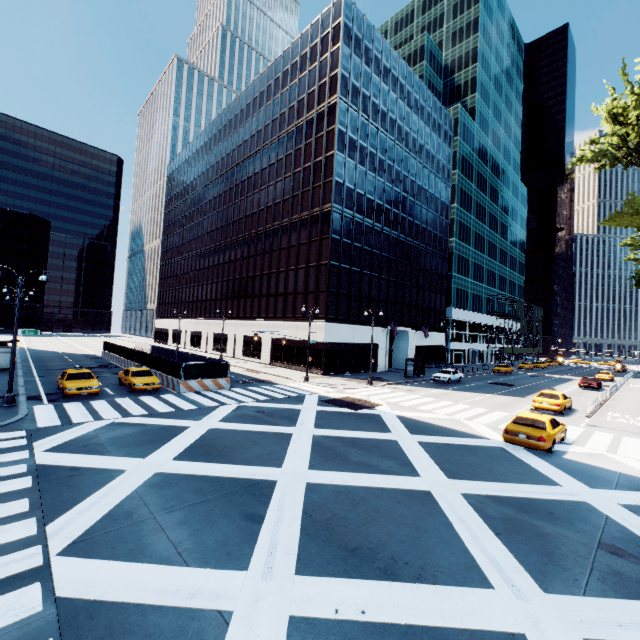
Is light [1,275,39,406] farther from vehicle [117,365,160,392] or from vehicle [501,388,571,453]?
vehicle [501,388,571,453]

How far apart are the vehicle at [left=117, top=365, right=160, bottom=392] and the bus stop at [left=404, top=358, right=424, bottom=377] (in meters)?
26.67

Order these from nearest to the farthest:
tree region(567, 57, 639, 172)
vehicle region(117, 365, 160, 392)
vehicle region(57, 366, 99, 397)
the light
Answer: tree region(567, 57, 639, 172) < the light < vehicle region(57, 366, 99, 397) < vehicle region(117, 365, 160, 392)

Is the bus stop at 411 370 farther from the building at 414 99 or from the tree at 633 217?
the tree at 633 217

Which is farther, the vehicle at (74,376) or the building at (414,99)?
the building at (414,99)

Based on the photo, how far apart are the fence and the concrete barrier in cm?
1

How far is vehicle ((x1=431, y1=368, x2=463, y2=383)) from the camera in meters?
36.3

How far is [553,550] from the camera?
7.8 meters
